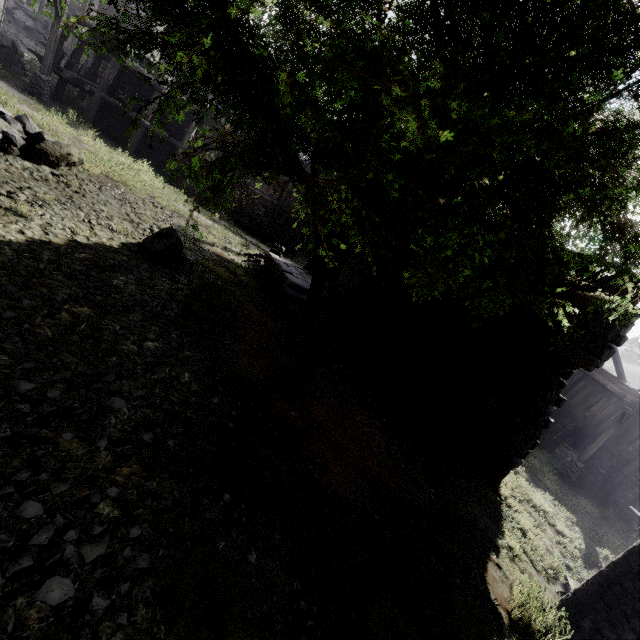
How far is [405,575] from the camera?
4.94m

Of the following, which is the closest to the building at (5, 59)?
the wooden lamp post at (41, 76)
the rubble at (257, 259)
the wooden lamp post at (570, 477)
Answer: the rubble at (257, 259)

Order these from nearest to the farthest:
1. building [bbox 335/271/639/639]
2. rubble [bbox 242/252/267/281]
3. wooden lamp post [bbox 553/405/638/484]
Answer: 1. building [bbox 335/271/639/639]
2. rubble [bbox 242/252/267/281]
3. wooden lamp post [bbox 553/405/638/484]

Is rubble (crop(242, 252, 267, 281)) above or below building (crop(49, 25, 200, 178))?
below

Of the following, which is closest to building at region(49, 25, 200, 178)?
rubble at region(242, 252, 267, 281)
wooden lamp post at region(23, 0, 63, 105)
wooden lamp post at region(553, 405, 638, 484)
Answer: rubble at region(242, 252, 267, 281)

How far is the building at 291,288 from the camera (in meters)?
11.63

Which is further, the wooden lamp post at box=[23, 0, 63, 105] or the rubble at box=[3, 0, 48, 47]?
the rubble at box=[3, 0, 48, 47]

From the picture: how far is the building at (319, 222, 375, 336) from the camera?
12.9m
